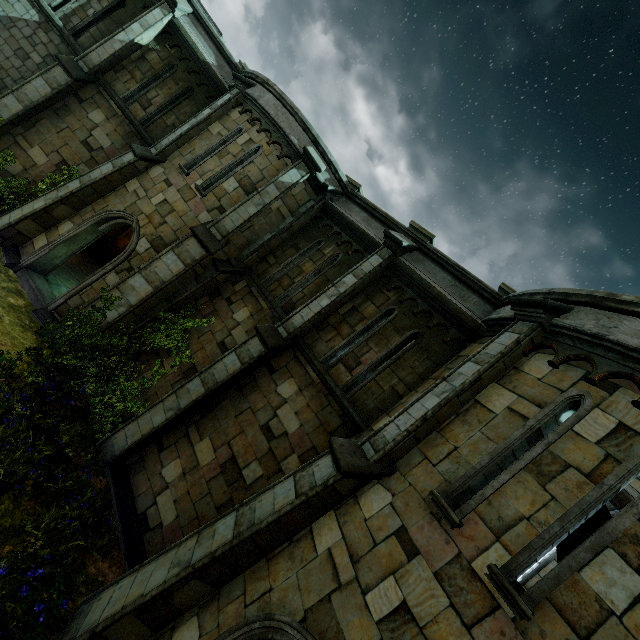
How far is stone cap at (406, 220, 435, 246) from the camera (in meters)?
9.02

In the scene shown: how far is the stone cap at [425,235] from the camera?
9.0 meters

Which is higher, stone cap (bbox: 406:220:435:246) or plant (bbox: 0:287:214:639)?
stone cap (bbox: 406:220:435:246)

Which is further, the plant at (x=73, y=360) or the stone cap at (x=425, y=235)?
the stone cap at (x=425, y=235)

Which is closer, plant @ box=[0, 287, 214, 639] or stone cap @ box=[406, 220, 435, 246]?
plant @ box=[0, 287, 214, 639]

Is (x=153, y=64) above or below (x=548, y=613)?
above
